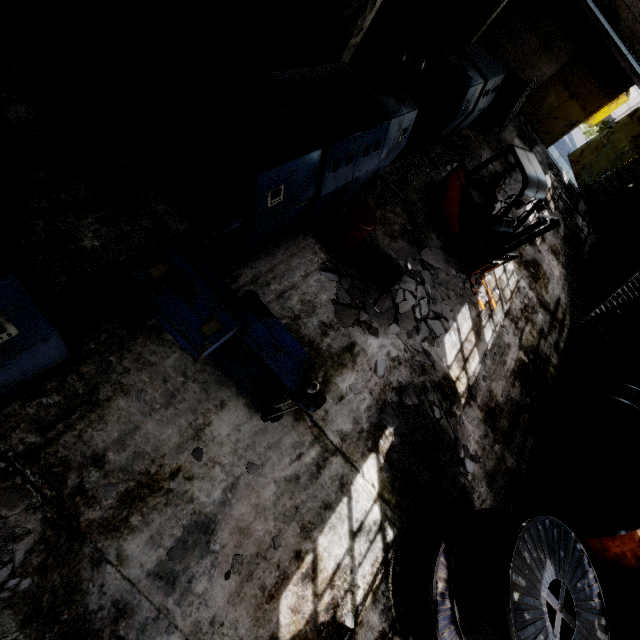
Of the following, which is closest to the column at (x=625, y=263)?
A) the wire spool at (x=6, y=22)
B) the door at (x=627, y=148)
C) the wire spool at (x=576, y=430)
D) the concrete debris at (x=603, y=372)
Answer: the door at (x=627, y=148)

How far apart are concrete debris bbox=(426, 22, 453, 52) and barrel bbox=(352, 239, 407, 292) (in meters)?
12.87

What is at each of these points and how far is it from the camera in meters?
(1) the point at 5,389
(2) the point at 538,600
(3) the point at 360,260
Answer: (1) cable machine, 3.4
(2) wire spool, 4.0
(3) barrel, 6.7

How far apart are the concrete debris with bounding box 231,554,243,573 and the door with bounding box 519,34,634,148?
21.87m

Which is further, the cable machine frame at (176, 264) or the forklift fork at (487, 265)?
the forklift fork at (487, 265)

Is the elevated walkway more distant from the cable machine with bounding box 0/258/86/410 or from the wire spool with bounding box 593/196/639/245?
the cable machine with bounding box 0/258/86/410

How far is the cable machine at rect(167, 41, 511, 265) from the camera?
4.4m

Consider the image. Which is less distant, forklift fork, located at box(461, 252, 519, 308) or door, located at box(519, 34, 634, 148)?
forklift fork, located at box(461, 252, 519, 308)
